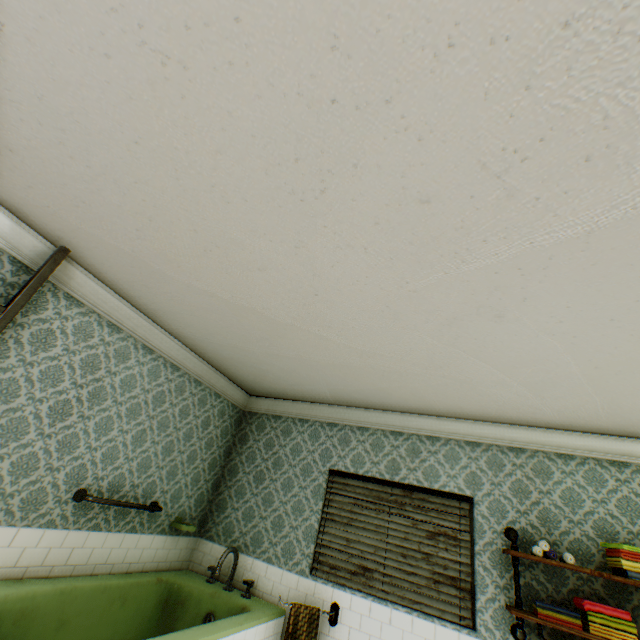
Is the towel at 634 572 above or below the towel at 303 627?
above

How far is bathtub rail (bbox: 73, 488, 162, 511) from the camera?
2.9m

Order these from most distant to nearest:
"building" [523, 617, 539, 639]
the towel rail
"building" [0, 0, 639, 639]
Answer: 1. "building" [523, 617, 539, 639]
2. the towel rail
3. "building" [0, 0, 639, 639]

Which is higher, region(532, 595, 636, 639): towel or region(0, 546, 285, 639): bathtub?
region(532, 595, 636, 639): towel

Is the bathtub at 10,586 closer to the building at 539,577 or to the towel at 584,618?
the building at 539,577

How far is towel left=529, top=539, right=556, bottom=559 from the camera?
2.84m

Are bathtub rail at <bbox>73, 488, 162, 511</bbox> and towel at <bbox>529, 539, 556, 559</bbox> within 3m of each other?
no

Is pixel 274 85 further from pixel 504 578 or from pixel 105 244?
pixel 504 578
